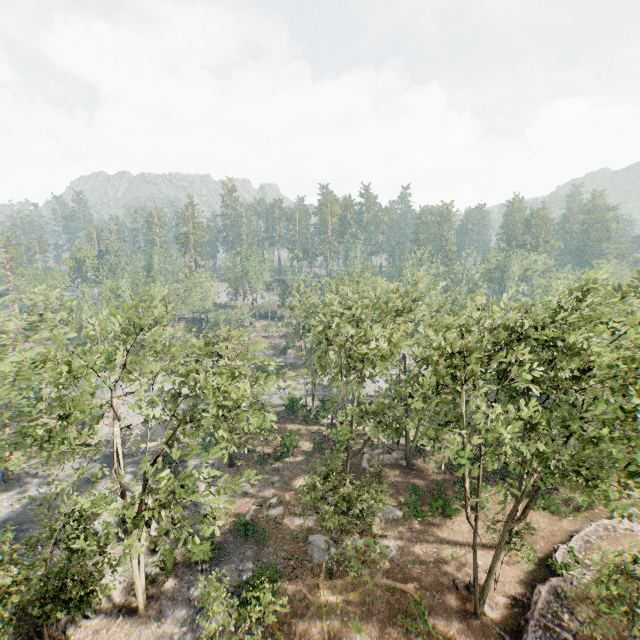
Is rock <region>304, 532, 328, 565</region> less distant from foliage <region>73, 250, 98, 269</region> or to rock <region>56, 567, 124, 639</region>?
foliage <region>73, 250, 98, 269</region>

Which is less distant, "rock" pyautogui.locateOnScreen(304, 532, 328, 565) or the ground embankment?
the ground embankment

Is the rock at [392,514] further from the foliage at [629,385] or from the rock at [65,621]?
the rock at [65,621]

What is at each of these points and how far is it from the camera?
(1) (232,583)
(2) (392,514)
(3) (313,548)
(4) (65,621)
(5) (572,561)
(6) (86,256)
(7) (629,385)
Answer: (1) foliage, 21.8 meters
(2) rock, 27.5 meters
(3) rock, 24.2 meters
(4) rock, 19.1 meters
(5) ground embankment, 21.7 meters
(6) foliage, 42.8 meters
(7) foliage, 14.3 meters

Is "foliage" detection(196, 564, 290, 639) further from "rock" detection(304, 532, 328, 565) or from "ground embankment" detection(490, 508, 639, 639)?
"rock" detection(304, 532, 328, 565)

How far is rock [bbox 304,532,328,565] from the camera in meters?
23.4

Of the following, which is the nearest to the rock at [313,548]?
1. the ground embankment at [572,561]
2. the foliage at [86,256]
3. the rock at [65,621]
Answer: the foliage at [86,256]

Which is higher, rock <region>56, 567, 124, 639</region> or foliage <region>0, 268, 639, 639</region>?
foliage <region>0, 268, 639, 639</region>
